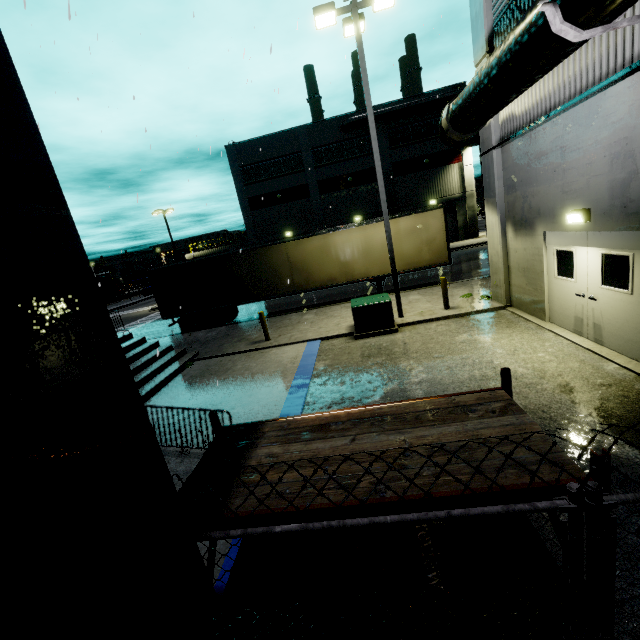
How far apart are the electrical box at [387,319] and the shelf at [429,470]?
8.03m

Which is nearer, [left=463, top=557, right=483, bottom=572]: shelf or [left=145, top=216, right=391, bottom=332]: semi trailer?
[left=463, top=557, right=483, bottom=572]: shelf

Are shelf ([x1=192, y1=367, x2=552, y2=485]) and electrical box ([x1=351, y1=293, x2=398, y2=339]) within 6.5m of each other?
no

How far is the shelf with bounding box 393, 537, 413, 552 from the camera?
Result: 2.57m

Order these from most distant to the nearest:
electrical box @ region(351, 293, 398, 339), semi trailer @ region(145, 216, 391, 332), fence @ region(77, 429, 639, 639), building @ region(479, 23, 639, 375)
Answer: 1. semi trailer @ region(145, 216, 391, 332)
2. electrical box @ region(351, 293, 398, 339)
3. building @ region(479, 23, 639, 375)
4. fence @ region(77, 429, 639, 639)

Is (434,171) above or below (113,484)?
above

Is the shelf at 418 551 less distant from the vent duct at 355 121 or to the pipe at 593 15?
the pipe at 593 15

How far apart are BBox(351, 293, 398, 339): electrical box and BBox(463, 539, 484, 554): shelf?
8.0 meters
